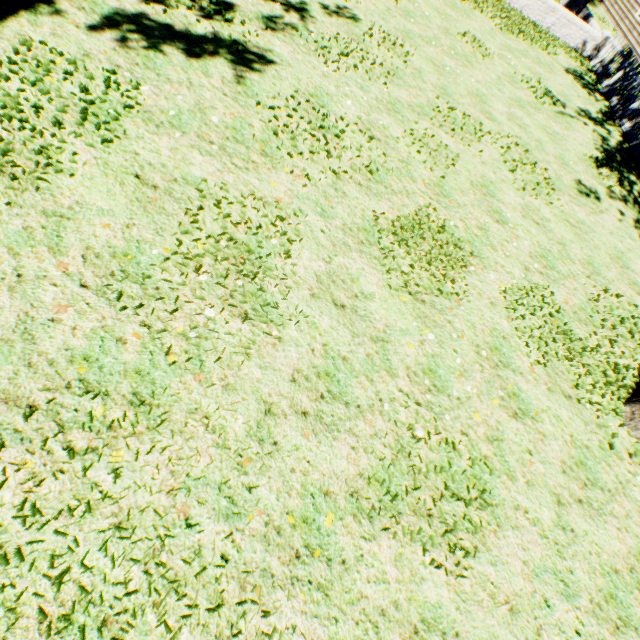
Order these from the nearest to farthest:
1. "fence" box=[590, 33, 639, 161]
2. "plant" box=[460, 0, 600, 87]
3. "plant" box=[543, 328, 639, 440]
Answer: "plant" box=[543, 328, 639, 440] < "fence" box=[590, 33, 639, 161] < "plant" box=[460, 0, 600, 87]

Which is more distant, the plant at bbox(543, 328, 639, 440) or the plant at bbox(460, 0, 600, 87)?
the plant at bbox(460, 0, 600, 87)

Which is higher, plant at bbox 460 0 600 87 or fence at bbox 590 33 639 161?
fence at bbox 590 33 639 161

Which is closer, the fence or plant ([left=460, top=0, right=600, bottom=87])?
the fence

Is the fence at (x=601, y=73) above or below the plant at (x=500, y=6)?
above

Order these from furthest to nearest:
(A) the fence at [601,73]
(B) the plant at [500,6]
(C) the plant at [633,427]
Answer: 1. (B) the plant at [500,6]
2. (A) the fence at [601,73]
3. (C) the plant at [633,427]

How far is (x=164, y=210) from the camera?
4.0m
